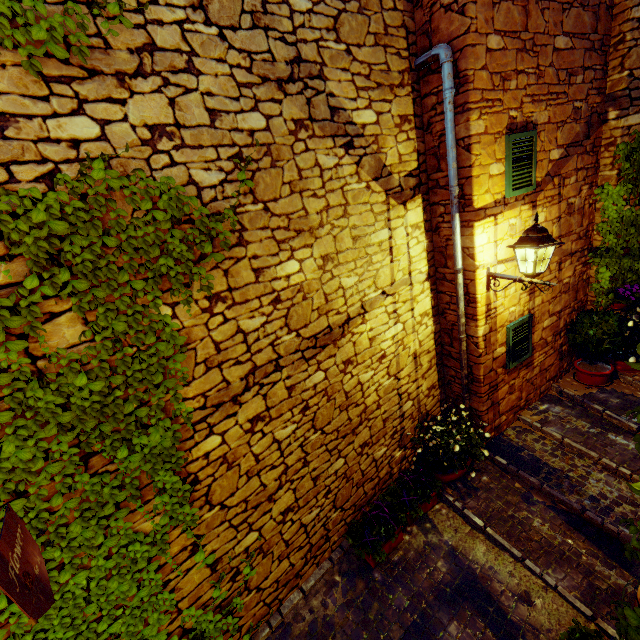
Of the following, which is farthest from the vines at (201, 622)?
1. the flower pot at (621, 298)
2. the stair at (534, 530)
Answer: the flower pot at (621, 298)

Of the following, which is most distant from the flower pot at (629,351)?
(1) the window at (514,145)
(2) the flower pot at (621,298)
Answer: (1) the window at (514,145)

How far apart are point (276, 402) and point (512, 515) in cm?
344

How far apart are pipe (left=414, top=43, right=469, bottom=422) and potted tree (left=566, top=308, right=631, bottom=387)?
2.1 meters

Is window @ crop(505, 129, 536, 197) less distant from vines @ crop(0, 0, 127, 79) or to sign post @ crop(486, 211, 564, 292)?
sign post @ crop(486, 211, 564, 292)

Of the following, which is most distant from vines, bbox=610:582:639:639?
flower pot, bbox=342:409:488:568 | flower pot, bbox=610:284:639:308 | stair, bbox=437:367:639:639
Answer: flower pot, bbox=610:284:639:308

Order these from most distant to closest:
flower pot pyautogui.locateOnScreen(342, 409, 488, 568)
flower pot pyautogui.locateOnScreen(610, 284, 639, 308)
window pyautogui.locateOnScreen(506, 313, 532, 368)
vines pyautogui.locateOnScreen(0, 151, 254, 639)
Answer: flower pot pyautogui.locateOnScreen(610, 284, 639, 308), window pyautogui.locateOnScreen(506, 313, 532, 368), flower pot pyautogui.locateOnScreen(342, 409, 488, 568), vines pyautogui.locateOnScreen(0, 151, 254, 639)

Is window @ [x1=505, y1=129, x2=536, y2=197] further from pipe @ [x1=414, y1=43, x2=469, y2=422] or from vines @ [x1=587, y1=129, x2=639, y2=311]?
vines @ [x1=587, y1=129, x2=639, y2=311]
